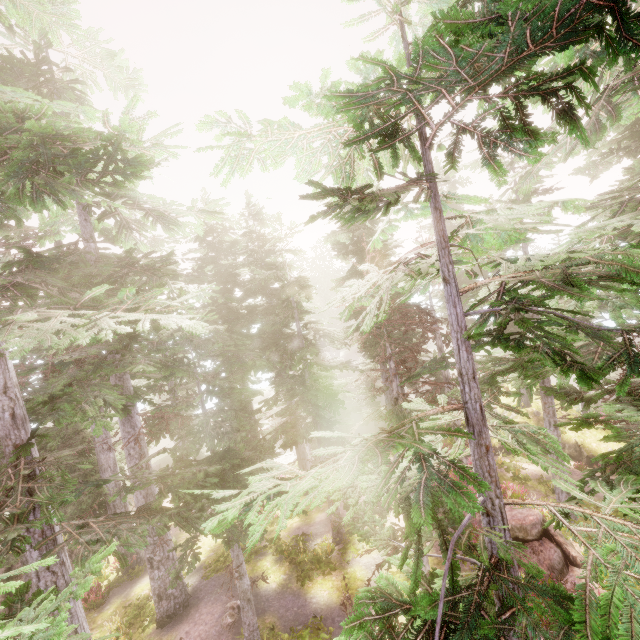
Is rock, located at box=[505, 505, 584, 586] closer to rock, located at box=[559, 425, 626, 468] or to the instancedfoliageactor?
the instancedfoliageactor

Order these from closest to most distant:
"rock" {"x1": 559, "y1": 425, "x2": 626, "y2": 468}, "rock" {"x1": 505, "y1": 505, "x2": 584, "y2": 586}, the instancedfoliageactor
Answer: the instancedfoliageactor < "rock" {"x1": 505, "y1": 505, "x2": 584, "y2": 586} < "rock" {"x1": 559, "y1": 425, "x2": 626, "y2": 468}

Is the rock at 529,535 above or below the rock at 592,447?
above

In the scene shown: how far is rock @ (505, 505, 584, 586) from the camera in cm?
1192

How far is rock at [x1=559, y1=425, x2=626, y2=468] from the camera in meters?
19.2

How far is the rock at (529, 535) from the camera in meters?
11.9

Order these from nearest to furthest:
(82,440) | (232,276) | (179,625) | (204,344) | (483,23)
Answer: (483,23), (204,344), (179,625), (82,440), (232,276)
